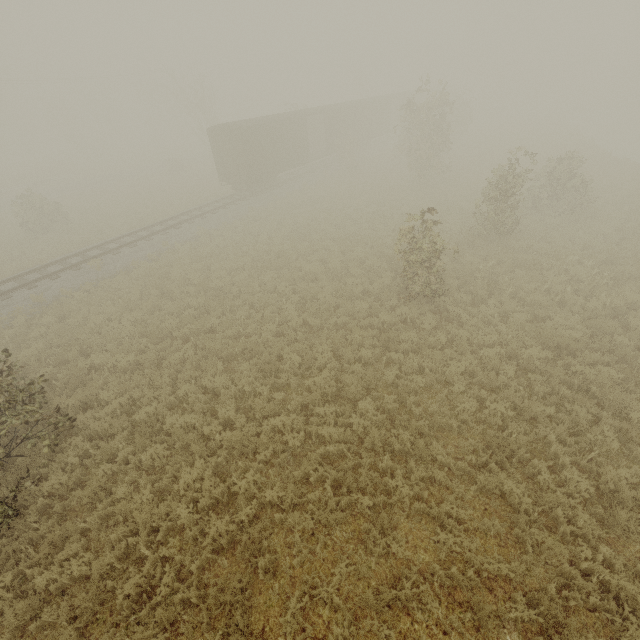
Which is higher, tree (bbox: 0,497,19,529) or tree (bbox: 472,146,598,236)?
tree (bbox: 472,146,598,236)

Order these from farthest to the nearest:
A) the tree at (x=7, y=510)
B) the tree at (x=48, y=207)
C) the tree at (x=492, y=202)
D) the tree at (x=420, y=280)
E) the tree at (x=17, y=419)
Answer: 1. the tree at (x=48, y=207)
2. the tree at (x=492, y=202)
3. the tree at (x=420, y=280)
4. the tree at (x=17, y=419)
5. the tree at (x=7, y=510)

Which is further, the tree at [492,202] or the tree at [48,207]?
the tree at [48,207]

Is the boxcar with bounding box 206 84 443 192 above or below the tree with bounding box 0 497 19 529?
above

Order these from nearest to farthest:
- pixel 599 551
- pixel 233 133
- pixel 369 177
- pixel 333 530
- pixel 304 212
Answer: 1. pixel 599 551
2. pixel 333 530
3. pixel 233 133
4. pixel 304 212
5. pixel 369 177

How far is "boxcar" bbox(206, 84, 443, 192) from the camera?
23.06m

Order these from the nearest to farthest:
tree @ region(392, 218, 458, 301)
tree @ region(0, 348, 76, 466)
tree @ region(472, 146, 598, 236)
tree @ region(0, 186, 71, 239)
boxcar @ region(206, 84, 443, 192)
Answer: tree @ region(0, 348, 76, 466), tree @ region(392, 218, 458, 301), tree @ region(472, 146, 598, 236), tree @ region(0, 186, 71, 239), boxcar @ region(206, 84, 443, 192)

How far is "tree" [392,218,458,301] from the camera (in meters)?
10.26
